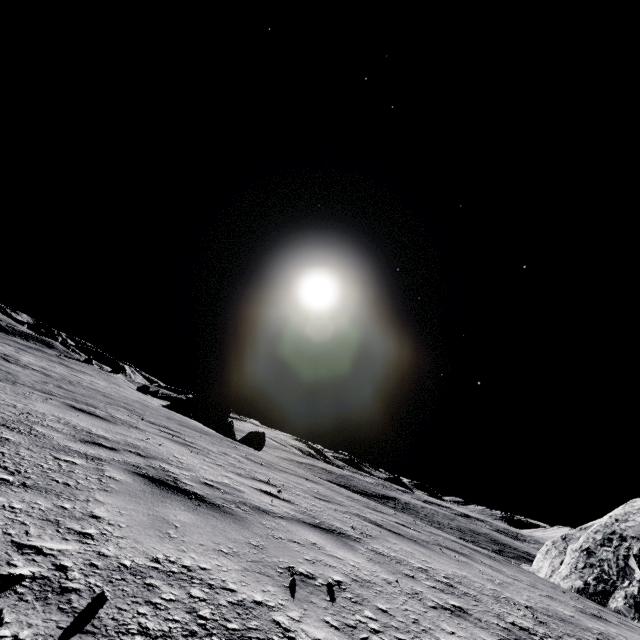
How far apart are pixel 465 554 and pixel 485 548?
56.75m

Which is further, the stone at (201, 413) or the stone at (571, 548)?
the stone at (201, 413)

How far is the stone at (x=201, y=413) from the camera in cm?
2705

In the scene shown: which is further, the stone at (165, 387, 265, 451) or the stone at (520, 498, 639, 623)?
the stone at (165, 387, 265, 451)

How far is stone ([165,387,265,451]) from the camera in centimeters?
2705cm
